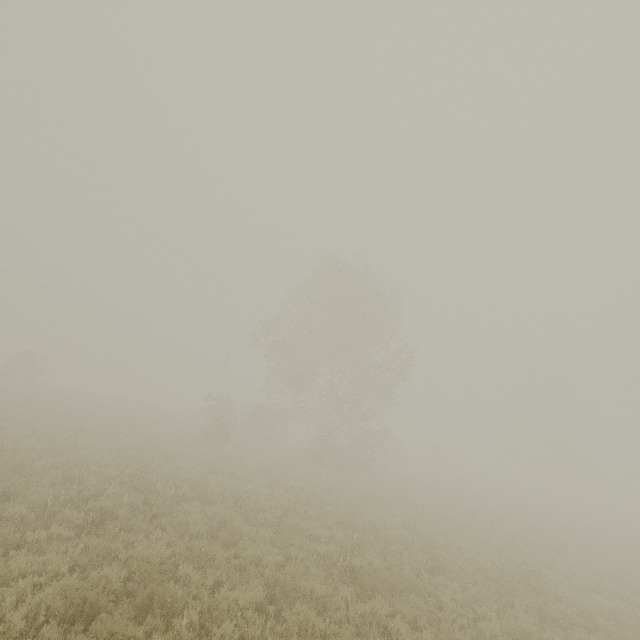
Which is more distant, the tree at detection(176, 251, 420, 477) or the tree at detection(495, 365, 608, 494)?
the tree at detection(495, 365, 608, 494)

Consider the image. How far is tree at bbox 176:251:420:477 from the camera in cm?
2545

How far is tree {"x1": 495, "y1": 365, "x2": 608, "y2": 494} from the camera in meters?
46.7 m

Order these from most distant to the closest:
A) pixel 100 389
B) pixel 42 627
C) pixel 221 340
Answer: pixel 100 389
pixel 221 340
pixel 42 627

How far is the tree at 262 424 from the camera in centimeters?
2545cm

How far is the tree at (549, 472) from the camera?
46.7m
